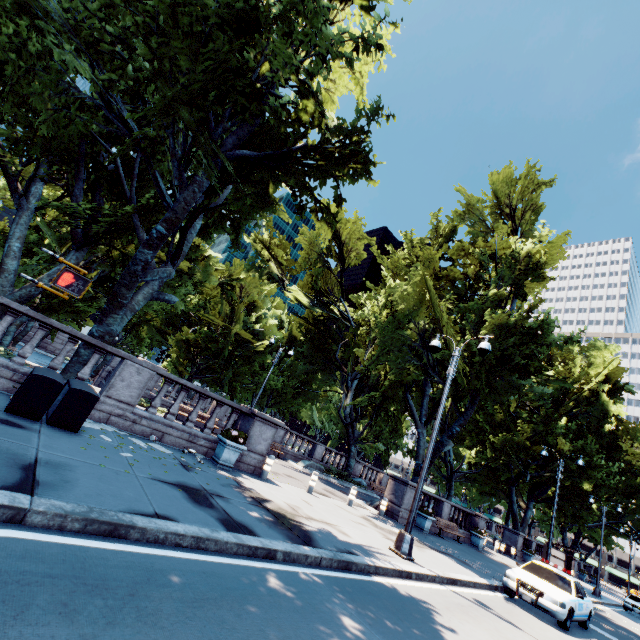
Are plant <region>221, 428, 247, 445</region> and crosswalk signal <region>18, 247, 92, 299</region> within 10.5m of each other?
yes

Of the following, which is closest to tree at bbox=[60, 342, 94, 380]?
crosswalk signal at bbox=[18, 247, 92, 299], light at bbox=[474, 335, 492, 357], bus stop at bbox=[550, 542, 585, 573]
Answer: light at bbox=[474, 335, 492, 357]

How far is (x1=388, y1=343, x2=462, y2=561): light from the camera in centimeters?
945cm

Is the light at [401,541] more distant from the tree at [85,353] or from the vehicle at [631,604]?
the vehicle at [631,604]

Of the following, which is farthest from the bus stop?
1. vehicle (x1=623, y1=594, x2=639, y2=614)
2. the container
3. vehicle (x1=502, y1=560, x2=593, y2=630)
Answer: the container

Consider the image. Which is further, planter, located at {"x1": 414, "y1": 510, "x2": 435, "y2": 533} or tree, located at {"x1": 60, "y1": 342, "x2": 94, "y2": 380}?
planter, located at {"x1": 414, "y1": 510, "x2": 435, "y2": 533}

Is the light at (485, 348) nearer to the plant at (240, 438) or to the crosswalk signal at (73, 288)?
the crosswalk signal at (73, 288)

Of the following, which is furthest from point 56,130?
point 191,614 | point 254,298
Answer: point 254,298
